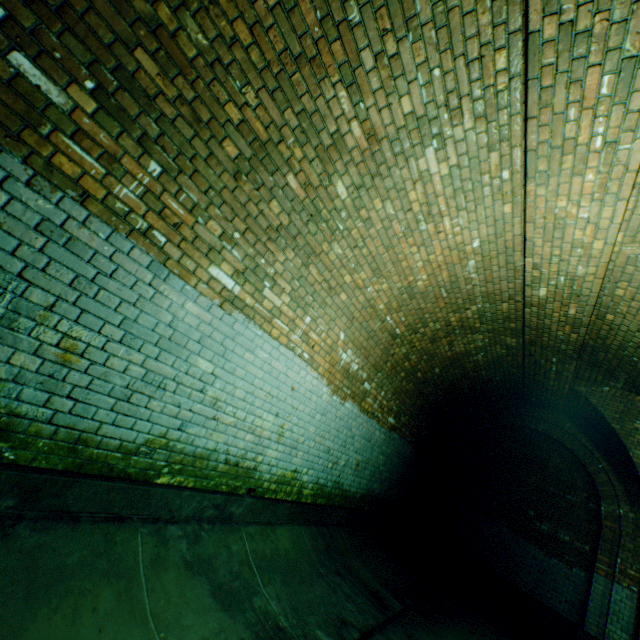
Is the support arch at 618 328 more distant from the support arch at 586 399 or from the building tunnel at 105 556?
the support arch at 586 399

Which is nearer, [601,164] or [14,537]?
[14,537]

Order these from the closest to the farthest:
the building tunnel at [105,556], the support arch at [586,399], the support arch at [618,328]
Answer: the building tunnel at [105,556]
the support arch at [618,328]
the support arch at [586,399]

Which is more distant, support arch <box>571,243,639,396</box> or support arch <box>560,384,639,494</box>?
support arch <box>560,384,639,494</box>

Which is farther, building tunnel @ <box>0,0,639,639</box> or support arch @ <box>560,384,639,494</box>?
support arch @ <box>560,384,639,494</box>

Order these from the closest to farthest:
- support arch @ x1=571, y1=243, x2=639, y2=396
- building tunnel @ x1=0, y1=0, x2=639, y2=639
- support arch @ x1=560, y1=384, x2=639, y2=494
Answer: building tunnel @ x1=0, y1=0, x2=639, y2=639 → support arch @ x1=571, y1=243, x2=639, y2=396 → support arch @ x1=560, y1=384, x2=639, y2=494

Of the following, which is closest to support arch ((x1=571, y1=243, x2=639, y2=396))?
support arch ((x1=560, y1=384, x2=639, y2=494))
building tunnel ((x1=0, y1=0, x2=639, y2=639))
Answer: building tunnel ((x1=0, y1=0, x2=639, y2=639))

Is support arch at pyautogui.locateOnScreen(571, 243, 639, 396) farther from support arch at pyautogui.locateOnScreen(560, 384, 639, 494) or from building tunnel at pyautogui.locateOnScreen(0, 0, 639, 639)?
support arch at pyautogui.locateOnScreen(560, 384, 639, 494)
